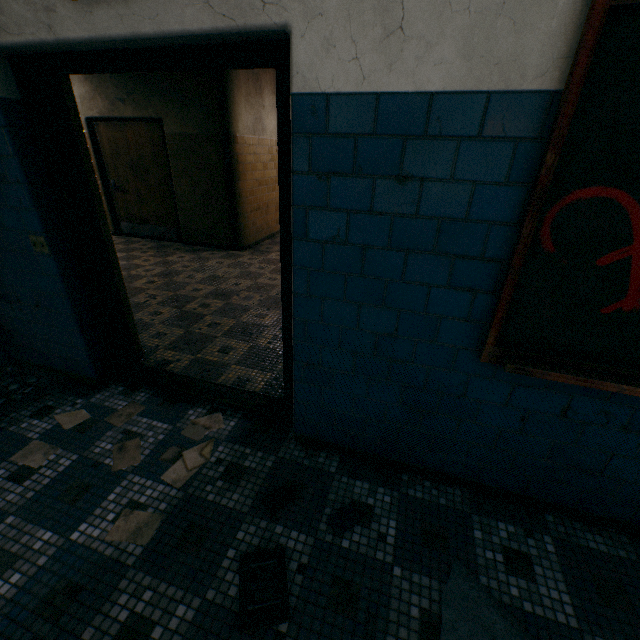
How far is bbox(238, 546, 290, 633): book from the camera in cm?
136

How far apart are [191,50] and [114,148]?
6.17m

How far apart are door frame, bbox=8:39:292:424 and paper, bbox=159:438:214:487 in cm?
8

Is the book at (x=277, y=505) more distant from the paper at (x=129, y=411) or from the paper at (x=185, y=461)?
the paper at (x=129, y=411)

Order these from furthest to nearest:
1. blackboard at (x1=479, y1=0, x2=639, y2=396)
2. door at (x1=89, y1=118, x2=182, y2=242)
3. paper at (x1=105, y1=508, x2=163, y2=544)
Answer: door at (x1=89, y1=118, x2=182, y2=242) → paper at (x1=105, y1=508, x2=163, y2=544) → blackboard at (x1=479, y1=0, x2=639, y2=396)

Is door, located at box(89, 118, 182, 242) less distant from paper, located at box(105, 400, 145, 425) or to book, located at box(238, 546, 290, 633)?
paper, located at box(105, 400, 145, 425)

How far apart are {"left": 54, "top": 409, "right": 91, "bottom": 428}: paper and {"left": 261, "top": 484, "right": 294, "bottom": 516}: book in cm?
151

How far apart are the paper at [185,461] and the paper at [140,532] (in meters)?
0.18
